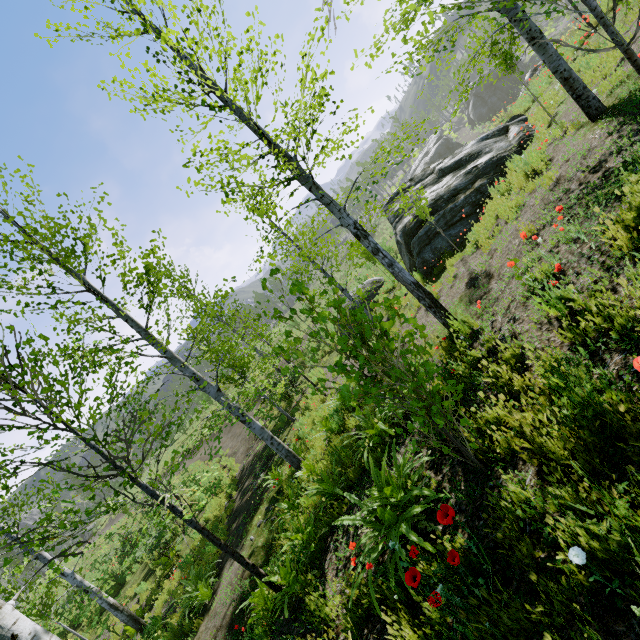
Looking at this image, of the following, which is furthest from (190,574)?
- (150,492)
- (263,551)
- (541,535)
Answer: (541,535)

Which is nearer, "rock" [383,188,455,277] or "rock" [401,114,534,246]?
"rock" [401,114,534,246]

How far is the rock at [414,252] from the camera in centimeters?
1052cm

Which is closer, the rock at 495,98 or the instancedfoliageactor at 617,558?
the instancedfoliageactor at 617,558

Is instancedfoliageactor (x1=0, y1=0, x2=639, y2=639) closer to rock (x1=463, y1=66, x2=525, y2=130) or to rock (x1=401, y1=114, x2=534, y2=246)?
rock (x1=401, y1=114, x2=534, y2=246)

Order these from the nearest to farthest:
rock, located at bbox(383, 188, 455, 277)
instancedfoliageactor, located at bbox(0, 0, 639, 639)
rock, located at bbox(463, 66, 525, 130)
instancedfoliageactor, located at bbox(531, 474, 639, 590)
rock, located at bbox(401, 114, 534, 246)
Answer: instancedfoliageactor, located at bbox(531, 474, 639, 590) → instancedfoliageactor, located at bbox(0, 0, 639, 639) → rock, located at bbox(401, 114, 534, 246) → rock, located at bbox(383, 188, 455, 277) → rock, located at bbox(463, 66, 525, 130)

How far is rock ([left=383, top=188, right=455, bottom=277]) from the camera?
10.5m
